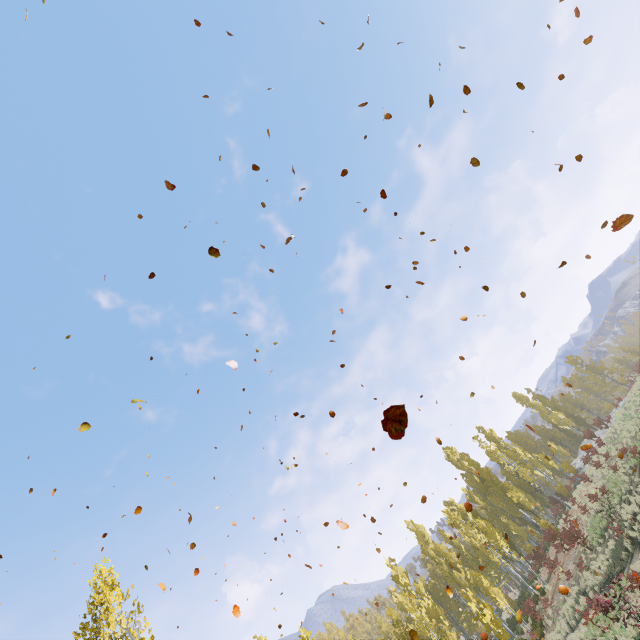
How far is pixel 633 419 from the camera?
23.9 meters

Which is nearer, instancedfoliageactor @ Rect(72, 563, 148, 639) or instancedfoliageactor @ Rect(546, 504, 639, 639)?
instancedfoliageactor @ Rect(72, 563, 148, 639)

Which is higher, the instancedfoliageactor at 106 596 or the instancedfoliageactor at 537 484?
the instancedfoliageactor at 106 596

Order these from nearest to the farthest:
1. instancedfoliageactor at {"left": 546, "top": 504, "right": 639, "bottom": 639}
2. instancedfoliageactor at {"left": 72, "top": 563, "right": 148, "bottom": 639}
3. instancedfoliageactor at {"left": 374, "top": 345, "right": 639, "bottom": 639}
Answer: instancedfoliageactor at {"left": 72, "top": 563, "right": 148, "bottom": 639}, instancedfoliageactor at {"left": 546, "top": 504, "right": 639, "bottom": 639}, instancedfoliageactor at {"left": 374, "top": 345, "right": 639, "bottom": 639}

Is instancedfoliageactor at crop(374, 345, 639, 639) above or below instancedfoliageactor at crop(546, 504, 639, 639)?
above

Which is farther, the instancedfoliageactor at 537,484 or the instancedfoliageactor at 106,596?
the instancedfoliageactor at 537,484
